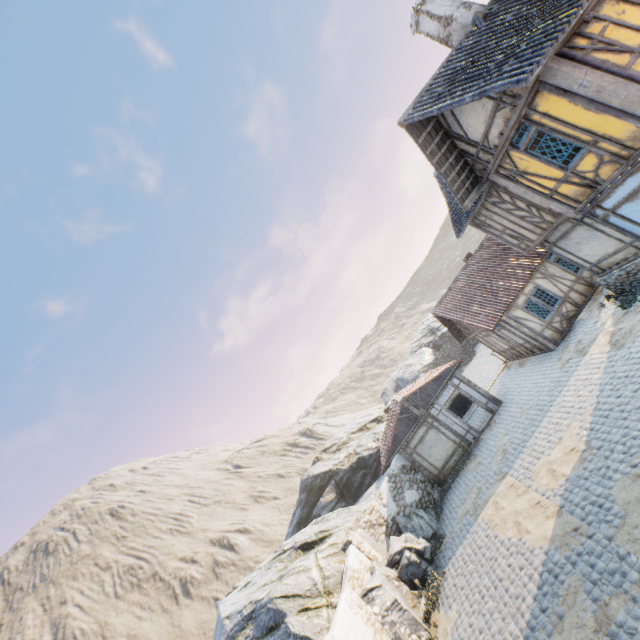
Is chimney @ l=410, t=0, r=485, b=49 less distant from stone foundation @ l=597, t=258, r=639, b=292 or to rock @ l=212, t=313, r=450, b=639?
stone foundation @ l=597, t=258, r=639, b=292

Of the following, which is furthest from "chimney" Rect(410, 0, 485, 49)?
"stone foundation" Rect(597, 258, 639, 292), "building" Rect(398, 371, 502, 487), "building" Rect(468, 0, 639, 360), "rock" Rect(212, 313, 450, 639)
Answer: "rock" Rect(212, 313, 450, 639)

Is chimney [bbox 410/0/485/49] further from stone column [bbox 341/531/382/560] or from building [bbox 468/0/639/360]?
stone column [bbox 341/531/382/560]

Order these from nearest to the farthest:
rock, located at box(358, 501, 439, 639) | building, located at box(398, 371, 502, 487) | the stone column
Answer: rock, located at box(358, 501, 439, 639), the stone column, building, located at box(398, 371, 502, 487)

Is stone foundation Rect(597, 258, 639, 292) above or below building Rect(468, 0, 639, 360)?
below

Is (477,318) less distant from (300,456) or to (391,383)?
(391,383)

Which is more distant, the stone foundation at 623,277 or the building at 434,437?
the building at 434,437

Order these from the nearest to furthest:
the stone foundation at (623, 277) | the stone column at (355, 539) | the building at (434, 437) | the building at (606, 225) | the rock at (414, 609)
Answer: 1. the building at (606, 225)
2. the rock at (414, 609)
3. the stone foundation at (623, 277)
4. the stone column at (355, 539)
5. the building at (434, 437)
